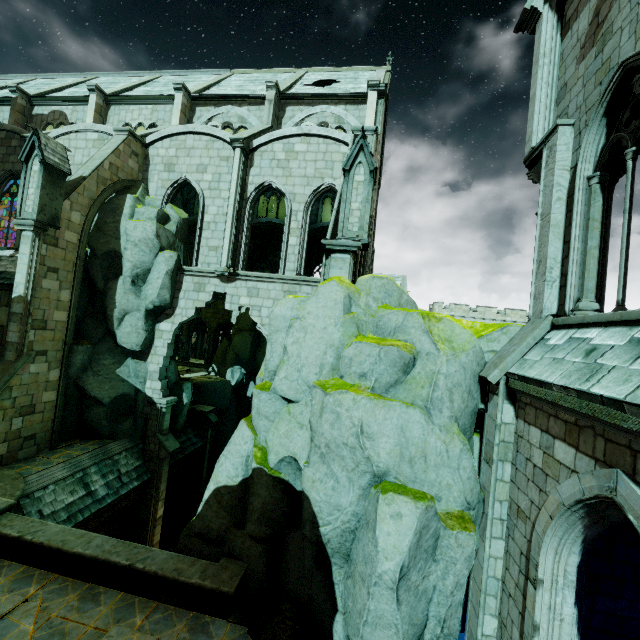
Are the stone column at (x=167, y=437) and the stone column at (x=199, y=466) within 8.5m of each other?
yes

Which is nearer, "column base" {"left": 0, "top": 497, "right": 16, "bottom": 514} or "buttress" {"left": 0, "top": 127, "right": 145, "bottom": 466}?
"column base" {"left": 0, "top": 497, "right": 16, "bottom": 514}

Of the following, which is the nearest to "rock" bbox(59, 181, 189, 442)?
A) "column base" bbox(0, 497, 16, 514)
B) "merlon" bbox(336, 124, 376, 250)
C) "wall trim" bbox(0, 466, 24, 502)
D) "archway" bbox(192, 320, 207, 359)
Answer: "wall trim" bbox(0, 466, 24, 502)

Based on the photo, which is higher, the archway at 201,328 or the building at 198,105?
the building at 198,105

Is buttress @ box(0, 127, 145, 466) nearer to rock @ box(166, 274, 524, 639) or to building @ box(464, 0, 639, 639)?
building @ box(464, 0, 639, 639)

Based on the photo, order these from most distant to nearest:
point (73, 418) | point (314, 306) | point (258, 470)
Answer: point (73, 418)
point (314, 306)
point (258, 470)

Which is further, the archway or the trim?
the archway

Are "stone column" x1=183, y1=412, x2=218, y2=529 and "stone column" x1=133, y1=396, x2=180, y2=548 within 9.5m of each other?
yes
